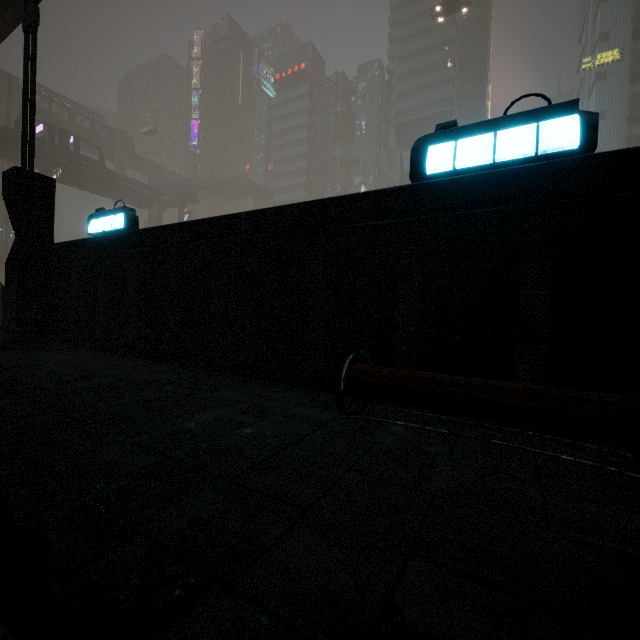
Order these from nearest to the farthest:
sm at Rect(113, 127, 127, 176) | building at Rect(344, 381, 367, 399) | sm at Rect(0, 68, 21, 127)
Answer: building at Rect(344, 381, 367, 399) < sm at Rect(0, 68, 21, 127) < sm at Rect(113, 127, 127, 176)

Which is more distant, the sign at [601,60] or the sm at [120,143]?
A: the sm at [120,143]

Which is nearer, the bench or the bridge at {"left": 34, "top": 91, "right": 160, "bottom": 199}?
the bench

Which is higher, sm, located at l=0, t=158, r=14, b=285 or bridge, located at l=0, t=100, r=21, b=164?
bridge, located at l=0, t=100, r=21, b=164

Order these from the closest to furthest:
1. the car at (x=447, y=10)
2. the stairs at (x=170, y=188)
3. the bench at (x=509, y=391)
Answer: the bench at (x=509, y=391) < the car at (x=447, y=10) < the stairs at (x=170, y=188)

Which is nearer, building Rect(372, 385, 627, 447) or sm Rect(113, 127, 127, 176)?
building Rect(372, 385, 627, 447)

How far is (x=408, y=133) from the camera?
53.8m

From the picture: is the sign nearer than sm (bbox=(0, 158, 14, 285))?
No
